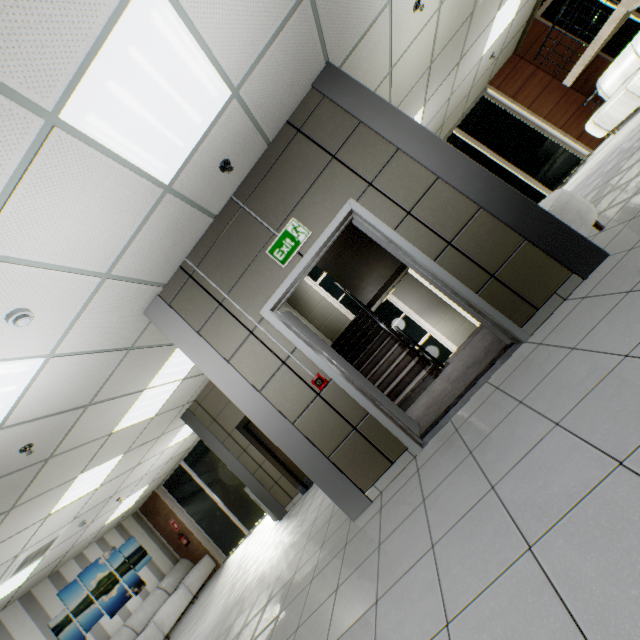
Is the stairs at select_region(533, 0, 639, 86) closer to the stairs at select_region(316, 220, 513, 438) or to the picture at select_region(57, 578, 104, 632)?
the stairs at select_region(316, 220, 513, 438)

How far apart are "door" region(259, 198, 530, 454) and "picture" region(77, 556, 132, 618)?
9.8 meters

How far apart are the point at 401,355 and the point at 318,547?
3.1 meters

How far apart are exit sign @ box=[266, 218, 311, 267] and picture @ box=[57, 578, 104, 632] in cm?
1040

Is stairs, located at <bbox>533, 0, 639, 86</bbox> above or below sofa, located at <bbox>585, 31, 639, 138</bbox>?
above

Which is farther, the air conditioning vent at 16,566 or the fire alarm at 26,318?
the air conditioning vent at 16,566

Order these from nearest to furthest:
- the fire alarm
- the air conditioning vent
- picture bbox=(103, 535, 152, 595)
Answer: the fire alarm < the air conditioning vent < picture bbox=(103, 535, 152, 595)

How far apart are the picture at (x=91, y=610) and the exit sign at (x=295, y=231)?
10.4m
